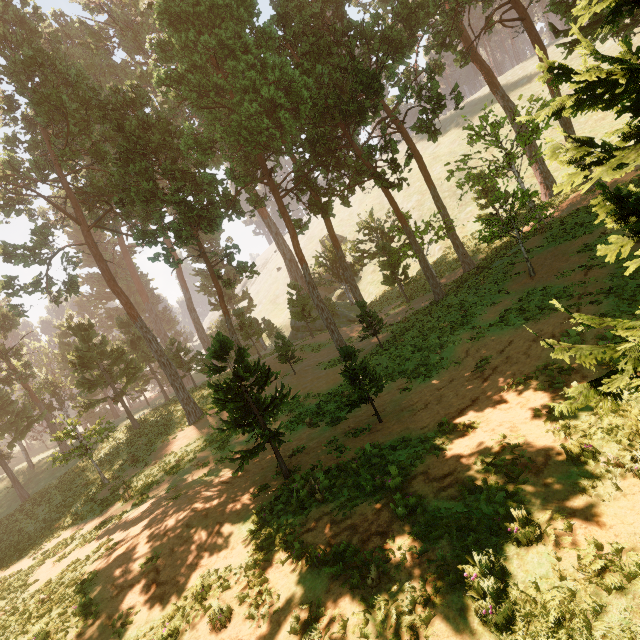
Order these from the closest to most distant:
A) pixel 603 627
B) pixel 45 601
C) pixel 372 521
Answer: pixel 603 627 < pixel 372 521 < pixel 45 601

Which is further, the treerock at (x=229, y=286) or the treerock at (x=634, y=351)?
the treerock at (x=229, y=286)

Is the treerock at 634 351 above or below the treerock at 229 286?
below

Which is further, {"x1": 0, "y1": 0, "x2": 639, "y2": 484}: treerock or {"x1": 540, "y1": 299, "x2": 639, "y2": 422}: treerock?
{"x1": 0, "y1": 0, "x2": 639, "y2": 484}: treerock

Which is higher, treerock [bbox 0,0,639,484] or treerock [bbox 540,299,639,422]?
treerock [bbox 0,0,639,484]
